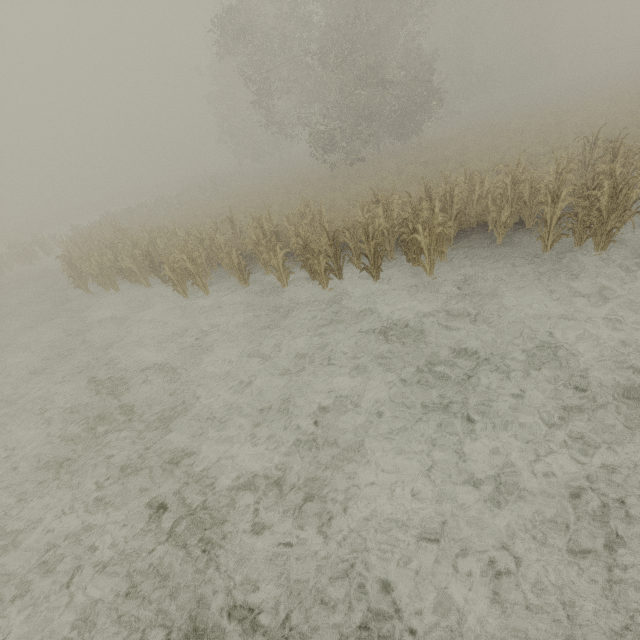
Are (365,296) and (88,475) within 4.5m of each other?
no
